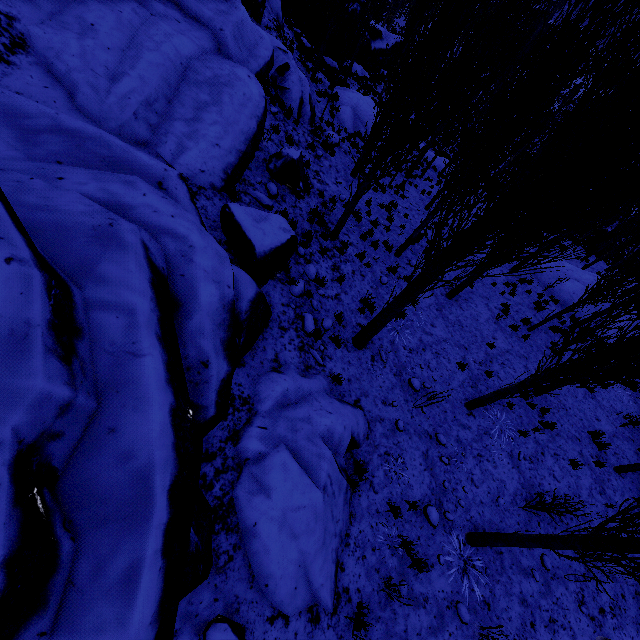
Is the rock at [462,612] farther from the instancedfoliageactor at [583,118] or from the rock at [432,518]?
the rock at [432,518]

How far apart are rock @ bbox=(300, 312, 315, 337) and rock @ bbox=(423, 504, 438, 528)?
4.1 meters

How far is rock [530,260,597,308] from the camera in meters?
17.6

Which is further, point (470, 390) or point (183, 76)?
point (470, 390)

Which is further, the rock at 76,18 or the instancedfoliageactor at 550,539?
the instancedfoliageactor at 550,539

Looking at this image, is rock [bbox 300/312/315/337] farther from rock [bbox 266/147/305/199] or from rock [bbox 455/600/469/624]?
rock [bbox 266/147/305/199]

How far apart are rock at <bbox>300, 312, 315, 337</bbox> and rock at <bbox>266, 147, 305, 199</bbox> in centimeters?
456cm

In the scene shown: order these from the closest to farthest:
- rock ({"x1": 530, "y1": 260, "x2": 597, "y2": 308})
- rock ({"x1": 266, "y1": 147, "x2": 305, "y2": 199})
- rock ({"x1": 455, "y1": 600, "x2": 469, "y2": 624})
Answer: rock ({"x1": 455, "y1": 600, "x2": 469, "y2": 624})
rock ({"x1": 266, "y1": 147, "x2": 305, "y2": 199})
rock ({"x1": 530, "y1": 260, "x2": 597, "y2": 308})
